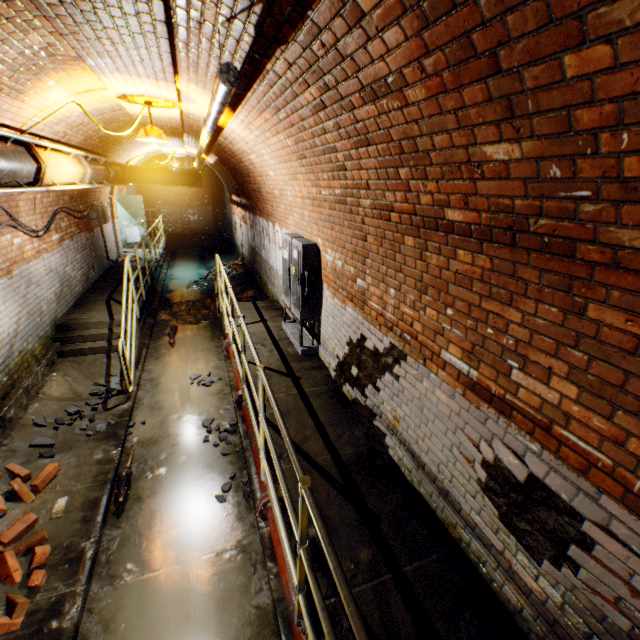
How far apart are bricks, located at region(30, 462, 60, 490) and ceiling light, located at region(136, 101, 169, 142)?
4.5m

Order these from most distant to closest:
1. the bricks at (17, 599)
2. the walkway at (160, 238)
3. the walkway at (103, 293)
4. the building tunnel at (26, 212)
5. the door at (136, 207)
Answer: the door at (136, 207)
the walkway at (160, 238)
the walkway at (103, 293)
the building tunnel at (26, 212)
the bricks at (17, 599)

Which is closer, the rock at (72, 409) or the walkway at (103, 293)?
the rock at (72, 409)

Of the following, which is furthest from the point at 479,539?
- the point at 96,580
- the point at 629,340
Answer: the point at 96,580

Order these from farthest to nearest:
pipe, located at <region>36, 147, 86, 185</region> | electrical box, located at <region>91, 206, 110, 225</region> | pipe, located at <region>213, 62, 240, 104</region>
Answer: electrical box, located at <region>91, 206, 110, 225</region> < pipe, located at <region>36, 147, 86, 185</region> < pipe, located at <region>213, 62, 240, 104</region>

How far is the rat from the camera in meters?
3.9

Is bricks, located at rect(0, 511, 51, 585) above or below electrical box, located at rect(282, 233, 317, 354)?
below

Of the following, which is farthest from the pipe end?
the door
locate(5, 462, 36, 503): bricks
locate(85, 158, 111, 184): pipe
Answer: the door
